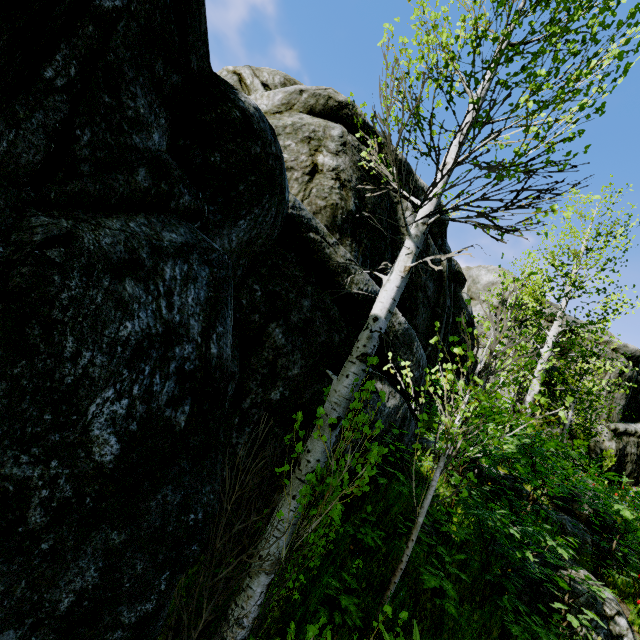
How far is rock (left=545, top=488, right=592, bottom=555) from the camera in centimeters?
660cm

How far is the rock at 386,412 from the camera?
5.3m

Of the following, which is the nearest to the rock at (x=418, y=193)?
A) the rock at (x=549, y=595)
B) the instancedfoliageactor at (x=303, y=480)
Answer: the instancedfoliageactor at (x=303, y=480)

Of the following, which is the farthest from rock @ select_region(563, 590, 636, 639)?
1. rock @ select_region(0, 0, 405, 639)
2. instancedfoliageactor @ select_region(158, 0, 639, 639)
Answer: rock @ select_region(0, 0, 405, 639)

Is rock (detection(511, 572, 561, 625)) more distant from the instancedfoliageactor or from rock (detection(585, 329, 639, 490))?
rock (detection(585, 329, 639, 490))

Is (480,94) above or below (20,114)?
above
